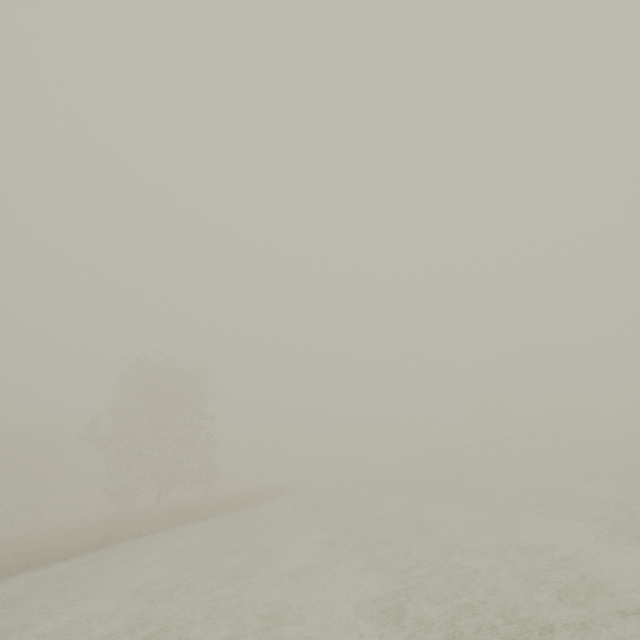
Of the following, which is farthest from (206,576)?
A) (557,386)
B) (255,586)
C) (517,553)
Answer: (557,386)
